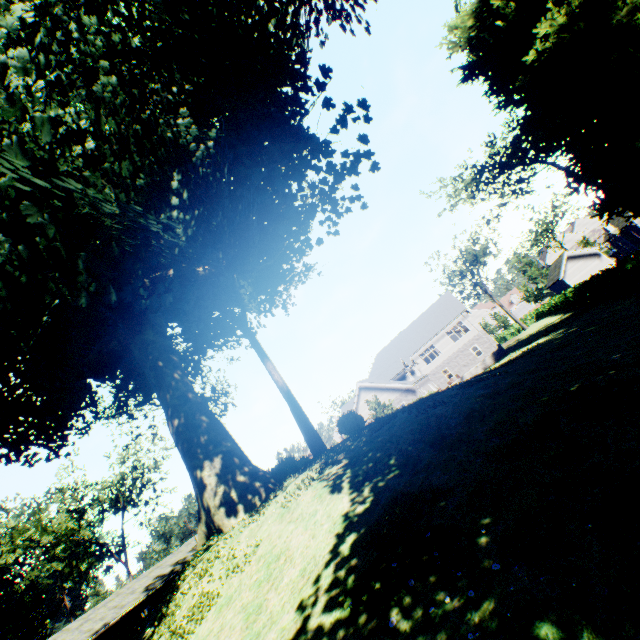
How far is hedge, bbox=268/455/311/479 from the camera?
15.5m

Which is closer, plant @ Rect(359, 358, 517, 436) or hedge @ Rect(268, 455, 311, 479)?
plant @ Rect(359, 358, 517, 436)

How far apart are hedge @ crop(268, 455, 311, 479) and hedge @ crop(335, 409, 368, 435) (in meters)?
2.73

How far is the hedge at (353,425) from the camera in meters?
16.6 m

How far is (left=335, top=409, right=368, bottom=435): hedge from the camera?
16.58m

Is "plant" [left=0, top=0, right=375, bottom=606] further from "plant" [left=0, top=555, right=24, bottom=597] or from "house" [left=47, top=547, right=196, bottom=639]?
"house" [left=47, top=547, right=196, bottom=639]

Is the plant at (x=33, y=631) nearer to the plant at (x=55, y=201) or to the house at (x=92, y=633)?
the house at (x=92, y=633)

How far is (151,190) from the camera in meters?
12.6
